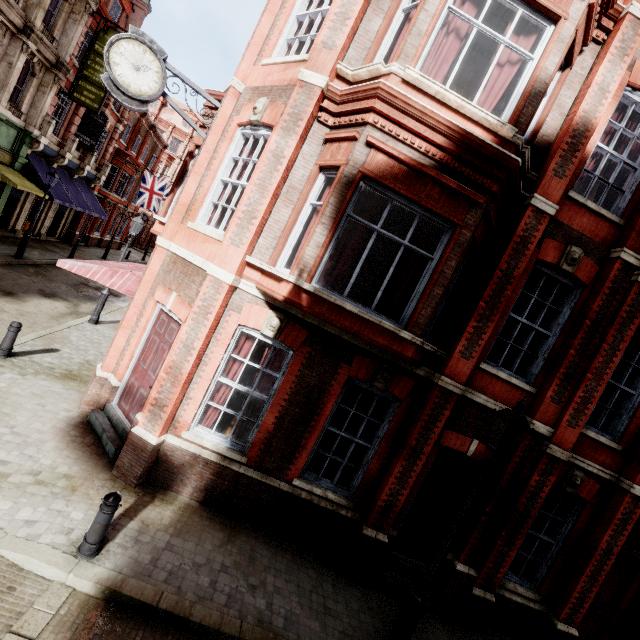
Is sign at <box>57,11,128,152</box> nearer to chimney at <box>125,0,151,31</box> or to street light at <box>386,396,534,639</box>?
chimney at <box>125,0,151,31</box>

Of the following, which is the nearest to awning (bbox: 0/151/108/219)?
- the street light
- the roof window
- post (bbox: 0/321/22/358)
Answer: the roof window

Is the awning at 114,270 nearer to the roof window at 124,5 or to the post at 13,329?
the post at 13,329

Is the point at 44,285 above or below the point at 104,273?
below

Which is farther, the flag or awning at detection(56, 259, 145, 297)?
the flag

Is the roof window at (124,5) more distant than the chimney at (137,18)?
No

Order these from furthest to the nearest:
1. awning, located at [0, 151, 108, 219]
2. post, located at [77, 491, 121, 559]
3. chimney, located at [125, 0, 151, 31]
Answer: chimney, located at [125, 0, 151, 31]
awning, located at [0, 151, 108, 219]
post, located at [77, 491, 121, 559]

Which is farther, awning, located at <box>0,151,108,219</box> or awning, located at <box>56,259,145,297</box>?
A: awning, located at <box>0,151,108,219</box>
